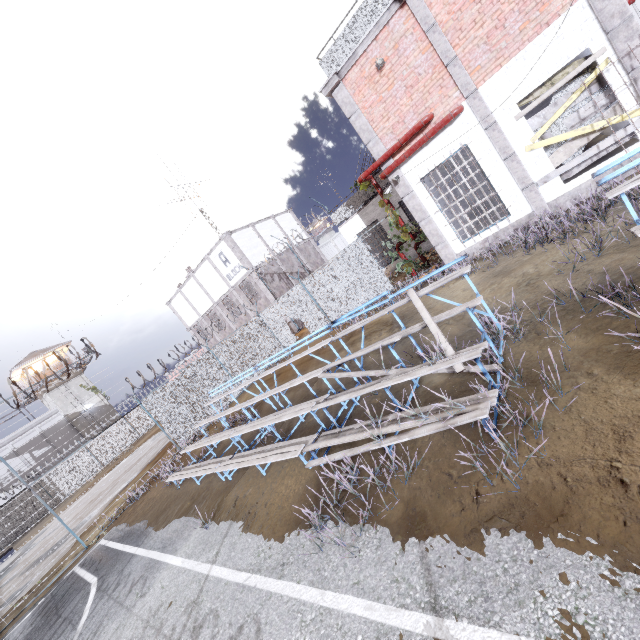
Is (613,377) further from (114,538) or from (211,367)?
(211,367)

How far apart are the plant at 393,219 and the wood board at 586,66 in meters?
4.2

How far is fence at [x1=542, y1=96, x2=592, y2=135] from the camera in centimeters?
807cm

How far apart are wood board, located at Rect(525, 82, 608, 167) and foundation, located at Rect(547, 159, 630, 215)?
0.3m

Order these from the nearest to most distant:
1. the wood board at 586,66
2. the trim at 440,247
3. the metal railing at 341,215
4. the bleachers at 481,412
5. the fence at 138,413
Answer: the bleachers at 481,412
the wood board at 586,66
the trim at 440,247
the fence at 138,413
the metal railing at 341,215

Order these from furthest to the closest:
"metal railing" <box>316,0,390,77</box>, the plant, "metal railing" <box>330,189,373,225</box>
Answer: "metal railing" <box>330,189,373,225</box>
the plant
"metal railing" <box>316,0,390,77</box>

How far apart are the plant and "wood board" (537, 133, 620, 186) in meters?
3.9 m

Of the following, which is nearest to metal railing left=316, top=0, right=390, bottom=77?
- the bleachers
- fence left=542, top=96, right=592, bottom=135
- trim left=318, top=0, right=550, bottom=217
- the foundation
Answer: trim left=318, top=0, right=550, bottom=217
